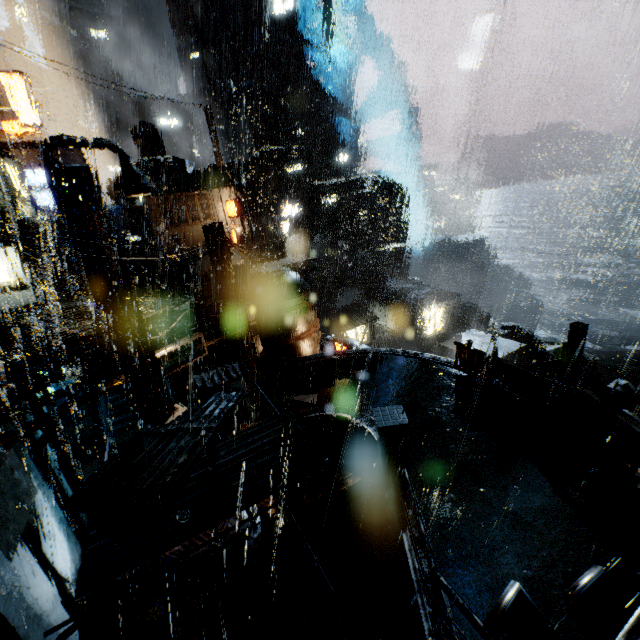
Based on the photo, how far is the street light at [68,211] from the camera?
8.79m

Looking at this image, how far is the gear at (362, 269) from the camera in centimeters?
4775cm

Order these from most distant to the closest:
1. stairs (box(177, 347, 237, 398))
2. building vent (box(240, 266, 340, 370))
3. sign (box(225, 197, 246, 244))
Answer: stairs (box(177, 347, 237, 398)) < sign (box(225, 197, 246, 244)) < building vent (box(240, 266, 340, 370))

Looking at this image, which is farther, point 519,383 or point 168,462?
Result: point 519,383

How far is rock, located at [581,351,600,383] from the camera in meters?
51.4 m

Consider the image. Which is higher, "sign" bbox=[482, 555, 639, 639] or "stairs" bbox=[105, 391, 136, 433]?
"sign" bbox=[482, 555, 639, 639]

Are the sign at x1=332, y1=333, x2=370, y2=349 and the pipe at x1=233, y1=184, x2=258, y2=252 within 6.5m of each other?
no

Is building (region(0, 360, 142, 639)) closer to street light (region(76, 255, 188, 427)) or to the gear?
street light (region(76, 255, 188, 427))
